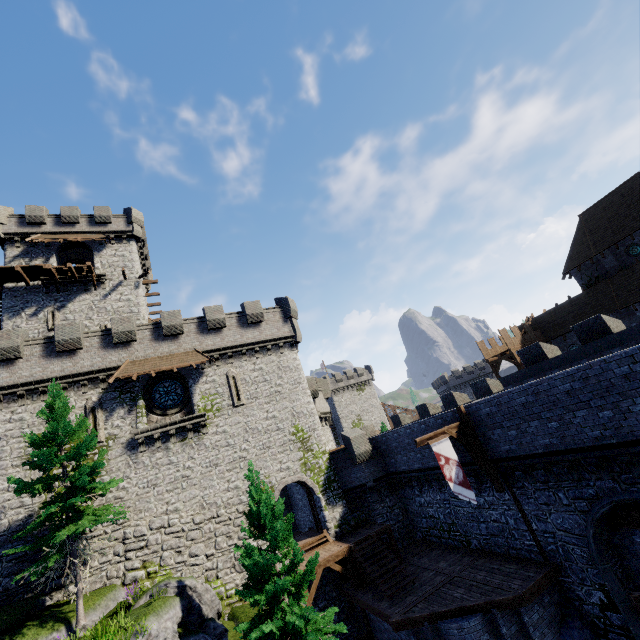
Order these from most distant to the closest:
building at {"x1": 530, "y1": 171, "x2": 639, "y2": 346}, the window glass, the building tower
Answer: building at {"x1": 530, "y1": 171, "x2": 639, "y2": 346}
the window glass
the building tower

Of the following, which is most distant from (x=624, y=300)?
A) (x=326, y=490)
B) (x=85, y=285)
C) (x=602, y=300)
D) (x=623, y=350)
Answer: (x=85, y=285)

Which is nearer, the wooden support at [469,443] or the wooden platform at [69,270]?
the wooden support at [469,443]

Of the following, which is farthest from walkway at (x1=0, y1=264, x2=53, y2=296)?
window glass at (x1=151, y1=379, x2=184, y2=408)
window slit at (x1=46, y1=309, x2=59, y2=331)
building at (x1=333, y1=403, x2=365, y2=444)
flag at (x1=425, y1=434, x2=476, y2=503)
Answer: building at (x1=333, y1=403, x2=365, y2=444)

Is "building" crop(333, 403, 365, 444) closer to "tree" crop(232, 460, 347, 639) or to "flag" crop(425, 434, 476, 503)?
"tree" crop(232, 460, 347, 639)

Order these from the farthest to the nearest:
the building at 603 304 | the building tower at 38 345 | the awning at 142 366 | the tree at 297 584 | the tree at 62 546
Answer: the building at 603 304 < the awning at 142 366 < the building tower at 38 345 < the tree at 62 546 < the tree at 297 584

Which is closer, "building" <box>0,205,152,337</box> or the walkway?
the walkway

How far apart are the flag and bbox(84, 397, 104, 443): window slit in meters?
18.0 m
